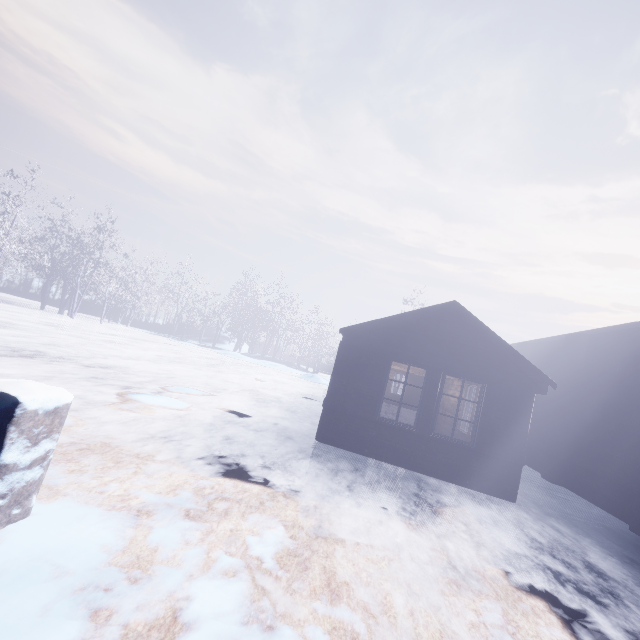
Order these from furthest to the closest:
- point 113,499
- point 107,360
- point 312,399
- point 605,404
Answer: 1. point 312,399
2. point 107,360
3. point 605,404
4. point 113,499
